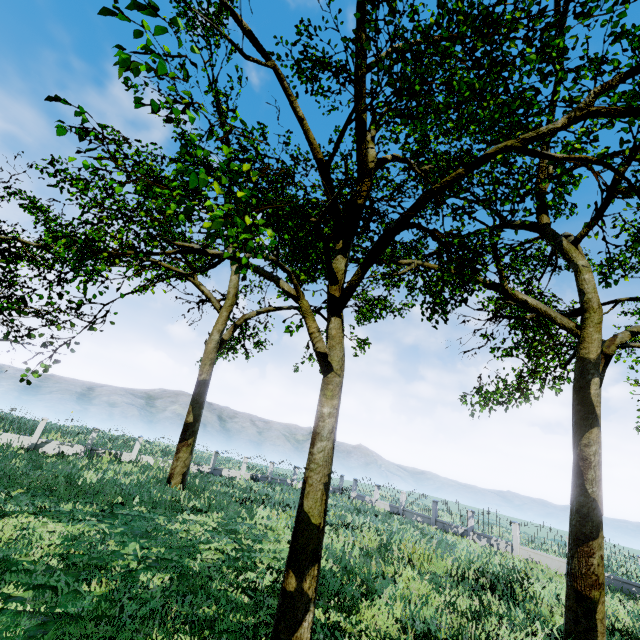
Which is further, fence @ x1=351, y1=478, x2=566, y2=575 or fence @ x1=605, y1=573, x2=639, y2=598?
fence @ x1=351, y1=478, x2=566, y2=575

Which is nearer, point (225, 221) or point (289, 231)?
point (225, 221)

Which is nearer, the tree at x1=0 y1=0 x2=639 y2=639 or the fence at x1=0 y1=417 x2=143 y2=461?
the tree at x1=0 y1=0 x2=639 y2=639

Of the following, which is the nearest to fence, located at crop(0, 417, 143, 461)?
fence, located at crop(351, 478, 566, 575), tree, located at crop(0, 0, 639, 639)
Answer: tree, located at crop(0, 0, 639, 639)

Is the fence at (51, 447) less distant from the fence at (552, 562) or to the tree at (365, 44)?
the tree at (365, 44)

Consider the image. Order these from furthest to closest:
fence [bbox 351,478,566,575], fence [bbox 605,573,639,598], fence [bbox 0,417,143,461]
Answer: fence [bbox 0,417,143,461]
fence [bbox 351,478,566,575]
fence [bbox 605,573,639,598]

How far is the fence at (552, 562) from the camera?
20.4 meters

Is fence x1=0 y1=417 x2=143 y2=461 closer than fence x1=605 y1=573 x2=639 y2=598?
No
